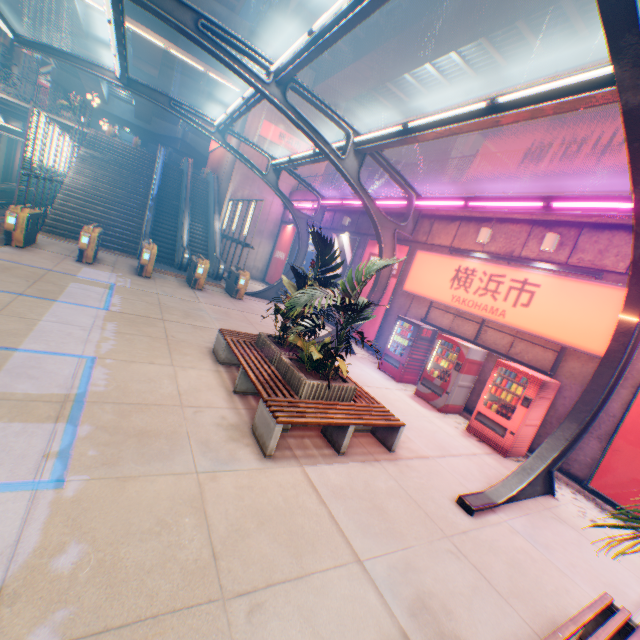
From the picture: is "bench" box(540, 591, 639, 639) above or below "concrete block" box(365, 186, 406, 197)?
below

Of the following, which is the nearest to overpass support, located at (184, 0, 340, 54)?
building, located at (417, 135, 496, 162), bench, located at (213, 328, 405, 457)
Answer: building, located at (417, 135, 496, 162)

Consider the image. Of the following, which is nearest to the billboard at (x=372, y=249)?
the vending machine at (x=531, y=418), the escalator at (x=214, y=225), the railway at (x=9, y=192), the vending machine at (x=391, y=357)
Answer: the vending machine at (x=391, y=357)

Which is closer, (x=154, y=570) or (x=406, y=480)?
(x=154, y=570)

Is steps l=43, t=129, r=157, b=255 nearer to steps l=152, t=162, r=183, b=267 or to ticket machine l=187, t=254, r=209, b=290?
steps l=152, t=162, r=183, b=267

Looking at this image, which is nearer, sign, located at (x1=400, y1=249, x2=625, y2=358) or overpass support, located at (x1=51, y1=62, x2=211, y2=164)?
sign, located at (x1=400, y1=249, x2=625, y2=358)

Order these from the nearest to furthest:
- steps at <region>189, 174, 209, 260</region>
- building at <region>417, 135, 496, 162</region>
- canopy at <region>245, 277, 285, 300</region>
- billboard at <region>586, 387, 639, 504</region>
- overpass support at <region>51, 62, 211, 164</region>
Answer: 1. billboard at <region>586, 387, 639, 504</region>
2. canopy at <region>245, 277, 285, 300</region>
3. steps at <region>189, 174, 209, 260</region>
4. building at <region>417, 135, 496, 162</region>
5. overpass support at <region>51, 62, 211, 164</region>

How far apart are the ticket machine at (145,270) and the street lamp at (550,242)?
13.1m
